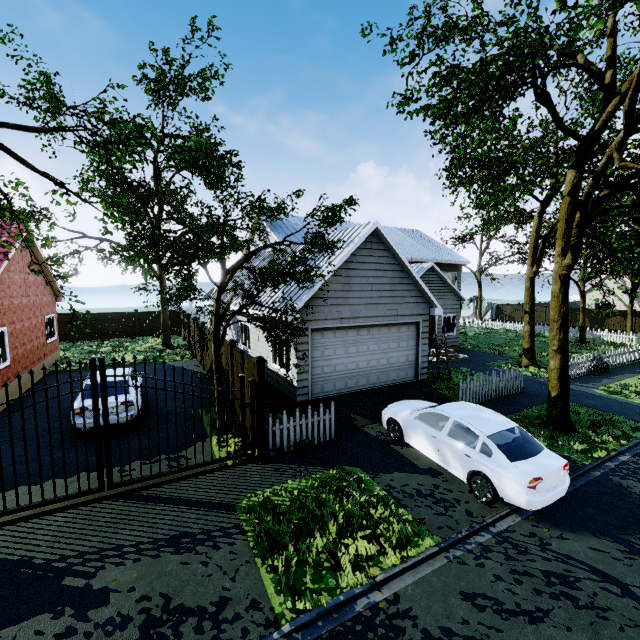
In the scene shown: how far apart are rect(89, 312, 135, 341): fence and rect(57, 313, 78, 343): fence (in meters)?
0.12

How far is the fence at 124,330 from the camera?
25.48m

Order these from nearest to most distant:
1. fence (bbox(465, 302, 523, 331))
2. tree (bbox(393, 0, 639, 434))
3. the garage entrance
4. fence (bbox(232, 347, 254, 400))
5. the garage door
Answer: tree (bbox(393, 0, 639, 434))
fence (bbox(232, 347, 254, 400))
the garage entrance
the garage door
fence (bbox(465, 302, 523, 331))

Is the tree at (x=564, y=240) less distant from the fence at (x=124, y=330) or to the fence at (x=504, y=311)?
the fence at (x=504, y=311)

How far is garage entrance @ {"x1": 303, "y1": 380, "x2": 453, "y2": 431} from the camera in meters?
10.3

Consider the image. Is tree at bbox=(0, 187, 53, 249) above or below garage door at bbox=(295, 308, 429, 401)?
above

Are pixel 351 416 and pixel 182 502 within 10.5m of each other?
yes

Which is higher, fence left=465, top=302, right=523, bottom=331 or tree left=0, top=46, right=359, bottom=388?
tree left=0, top=46, right=359, bottom=388
